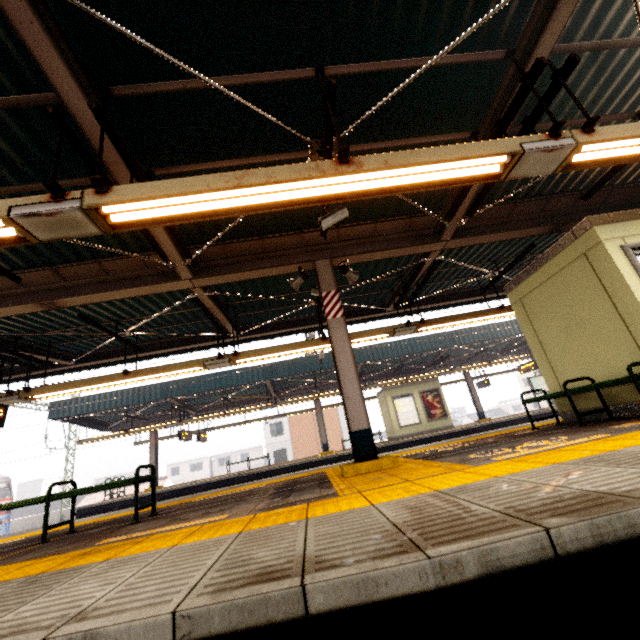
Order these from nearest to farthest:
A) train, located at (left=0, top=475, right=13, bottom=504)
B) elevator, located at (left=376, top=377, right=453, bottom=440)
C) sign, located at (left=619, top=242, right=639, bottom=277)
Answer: sign, located at (left=619, top=242, right=639, bottom=277), elevator, located at (left=376, top=377, right=453, bottom=440), train, located at (left=0, top=475, right=13, bottom=504)

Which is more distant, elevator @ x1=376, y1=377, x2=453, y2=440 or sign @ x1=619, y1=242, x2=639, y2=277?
elevator @ x1=376, y1=377, x2=453, y2=440

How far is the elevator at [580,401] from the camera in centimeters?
540cm

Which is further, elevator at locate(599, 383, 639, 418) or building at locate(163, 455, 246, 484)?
building at locate(163, 455, 246, 484)

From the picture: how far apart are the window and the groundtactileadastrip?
3.4 meters

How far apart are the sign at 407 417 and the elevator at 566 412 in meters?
12.5 m

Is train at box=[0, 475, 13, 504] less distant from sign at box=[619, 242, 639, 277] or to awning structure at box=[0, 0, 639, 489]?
awning structure at box=[0, 0, 639, 489]

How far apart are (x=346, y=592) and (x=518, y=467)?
2.2 meters
